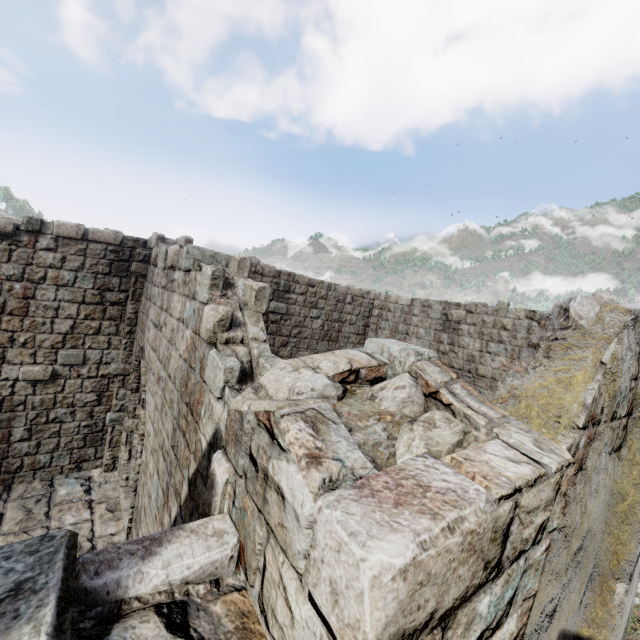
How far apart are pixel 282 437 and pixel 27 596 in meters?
1.0 m
